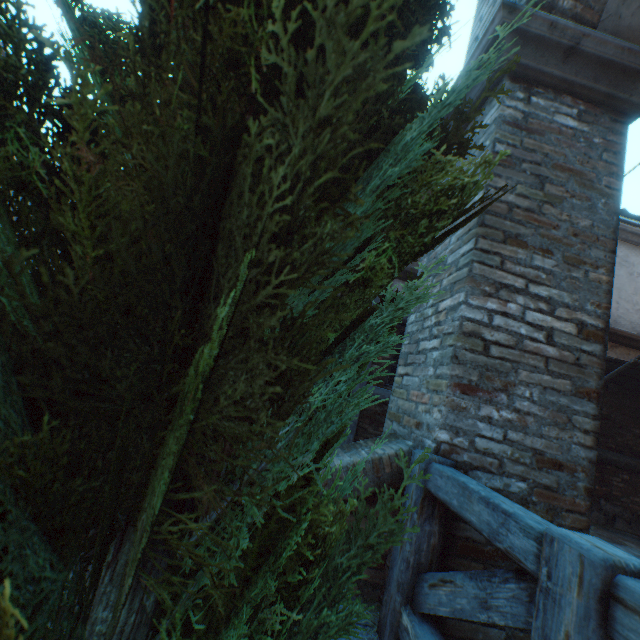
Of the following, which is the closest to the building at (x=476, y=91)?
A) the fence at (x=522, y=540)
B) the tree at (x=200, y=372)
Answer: the tree at (x=200, y=372)

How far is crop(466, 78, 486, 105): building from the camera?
2.5m

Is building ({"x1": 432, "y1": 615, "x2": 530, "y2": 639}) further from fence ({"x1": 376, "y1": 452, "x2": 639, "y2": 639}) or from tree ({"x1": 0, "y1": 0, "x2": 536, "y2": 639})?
fence ({"x1": 376, "y1": 452, "x2": 639, "y2": 639})

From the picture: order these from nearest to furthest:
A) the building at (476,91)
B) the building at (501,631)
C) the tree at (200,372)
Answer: the tree at (200,372)
the building at (501,631)
the building at (476,91)

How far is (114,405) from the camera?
0.76m

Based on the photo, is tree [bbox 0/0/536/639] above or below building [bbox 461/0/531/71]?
below
